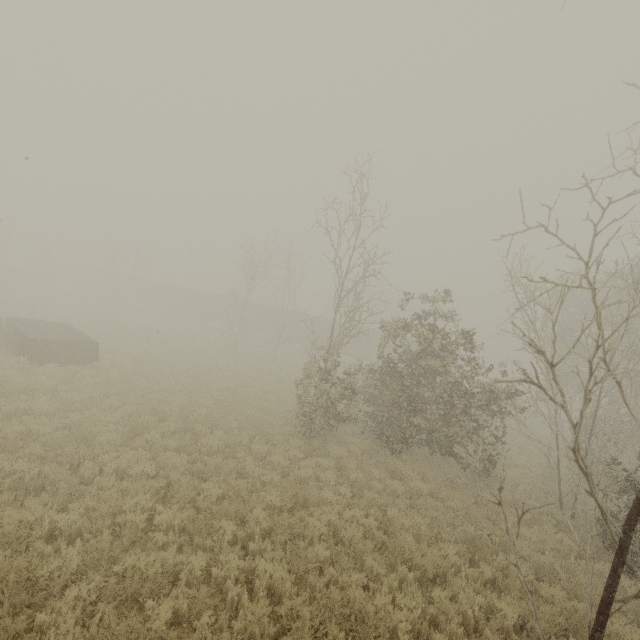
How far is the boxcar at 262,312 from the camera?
41.9 meters

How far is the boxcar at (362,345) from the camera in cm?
3769

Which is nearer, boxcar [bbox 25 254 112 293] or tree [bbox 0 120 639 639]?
tree [bbox 0 120 639 639]

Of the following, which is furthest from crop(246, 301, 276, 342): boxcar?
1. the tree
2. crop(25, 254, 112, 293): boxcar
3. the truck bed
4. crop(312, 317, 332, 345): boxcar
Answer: the truck bed

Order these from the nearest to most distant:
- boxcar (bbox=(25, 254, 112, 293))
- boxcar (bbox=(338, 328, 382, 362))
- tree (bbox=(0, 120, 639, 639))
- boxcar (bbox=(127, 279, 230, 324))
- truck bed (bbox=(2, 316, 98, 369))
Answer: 1. tree (bbox=(0, 120, 639, 639))
2. truck bed (bbox=(2, 316, 98, 369))
3. boxcar (bbox=(338, 328, 382, 362))
4. boxcar (bbox=(127, 279, 230, 324))
5. boxcar (bbox=(25, 254, 112, 293))

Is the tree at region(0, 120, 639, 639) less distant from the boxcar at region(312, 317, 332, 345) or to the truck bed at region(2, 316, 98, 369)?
the boxcar at region(312, 317, 332, 345)

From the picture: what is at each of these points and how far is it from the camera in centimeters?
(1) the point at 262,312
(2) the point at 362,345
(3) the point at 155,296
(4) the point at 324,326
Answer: (1) boxcar, 4241cm
(2) boxcar, 4100cm
(3) boxcar, 4881cm
(4) boxcar, 3938cm

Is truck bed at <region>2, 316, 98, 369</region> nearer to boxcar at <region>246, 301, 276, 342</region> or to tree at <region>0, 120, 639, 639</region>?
tree at <region>0, 120, 639, 639</region>
